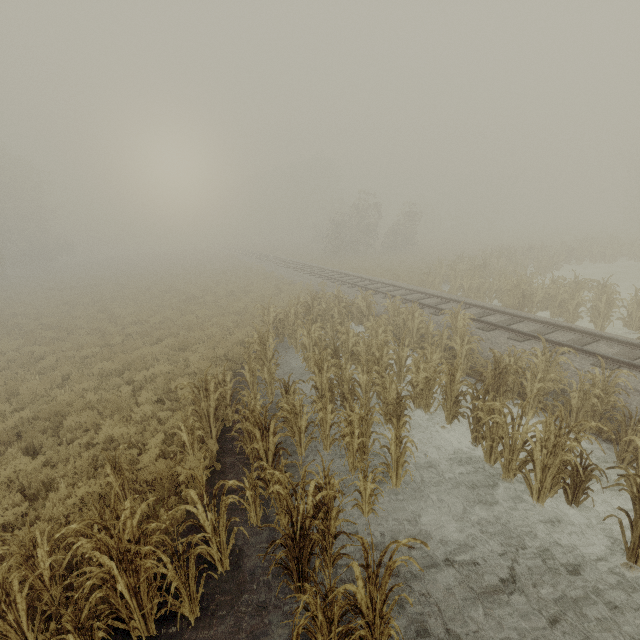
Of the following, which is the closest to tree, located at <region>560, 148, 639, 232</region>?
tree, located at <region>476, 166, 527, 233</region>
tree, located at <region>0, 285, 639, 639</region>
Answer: tree, located at <region>476, 166, 527, 233</region>

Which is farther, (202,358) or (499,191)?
(499,191)

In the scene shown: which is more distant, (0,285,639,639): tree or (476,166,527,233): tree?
(476,166,527,233): tree

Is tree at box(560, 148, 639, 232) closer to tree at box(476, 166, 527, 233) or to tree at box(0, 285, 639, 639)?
tree at box(476, 166, 527, 233)

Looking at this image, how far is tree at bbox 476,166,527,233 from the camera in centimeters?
5312cm

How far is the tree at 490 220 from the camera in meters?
53.1 m

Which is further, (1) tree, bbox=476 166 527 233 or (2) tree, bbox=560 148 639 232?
(1) tree, bbox=476 166 527 233

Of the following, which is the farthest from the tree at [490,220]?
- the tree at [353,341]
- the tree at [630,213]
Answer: the tree at [353,341]
